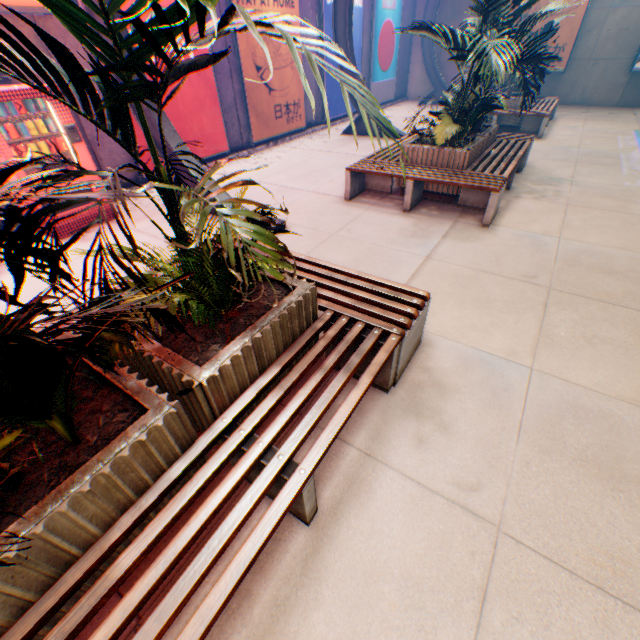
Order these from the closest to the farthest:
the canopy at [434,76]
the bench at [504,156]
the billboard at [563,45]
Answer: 1. the bench at [504,156]
2. the billboard at [563,45]
3. the canopy at [434,76]

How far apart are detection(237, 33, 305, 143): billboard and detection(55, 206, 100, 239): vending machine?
4.8m

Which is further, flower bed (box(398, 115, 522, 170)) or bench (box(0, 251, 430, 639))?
flower bed (box(398, 115, 522, 170))

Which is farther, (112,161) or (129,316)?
(112,161)

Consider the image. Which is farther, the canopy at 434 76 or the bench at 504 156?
the canopy at 434 76

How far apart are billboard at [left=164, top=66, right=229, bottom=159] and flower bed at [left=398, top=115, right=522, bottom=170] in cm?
495

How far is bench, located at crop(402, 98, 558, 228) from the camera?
5.02m

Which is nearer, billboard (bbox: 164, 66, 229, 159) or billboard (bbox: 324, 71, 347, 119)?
billboard (bbox: 164, 66, 229, 159)
